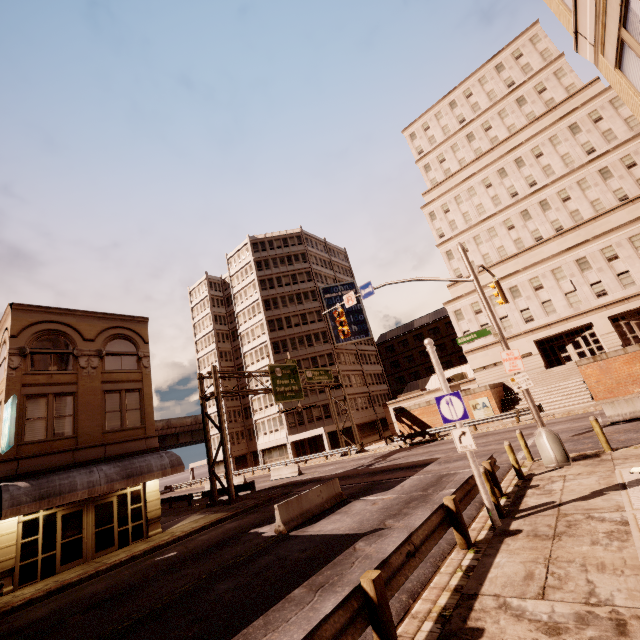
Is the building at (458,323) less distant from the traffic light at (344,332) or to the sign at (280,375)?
the sign at (280,375)

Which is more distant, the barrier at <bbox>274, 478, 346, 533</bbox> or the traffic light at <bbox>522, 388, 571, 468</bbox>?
the barrier at <bbox>274, 478, 346, 533</bbox>

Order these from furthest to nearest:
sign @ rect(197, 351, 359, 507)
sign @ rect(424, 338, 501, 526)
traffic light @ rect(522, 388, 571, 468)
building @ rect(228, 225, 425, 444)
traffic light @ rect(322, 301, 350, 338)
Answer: building @ rect(228, 225, 425, 444) < sign @ rect(197, 351, 359, 507) < traffic light @ rect(322, 301, 350, 338) < traffic light @ rect(522, 388, 571, 468) < sign @ rect(424, 338, 501, 526)

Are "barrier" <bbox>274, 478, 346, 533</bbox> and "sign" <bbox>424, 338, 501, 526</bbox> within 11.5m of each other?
yes

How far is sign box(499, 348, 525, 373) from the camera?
12.3m

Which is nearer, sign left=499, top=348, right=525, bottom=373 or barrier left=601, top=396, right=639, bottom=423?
sign left=499, top=348, right=525, bottom=373

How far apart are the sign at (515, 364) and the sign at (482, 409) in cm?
2028

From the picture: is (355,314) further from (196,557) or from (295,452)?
(196,557)
